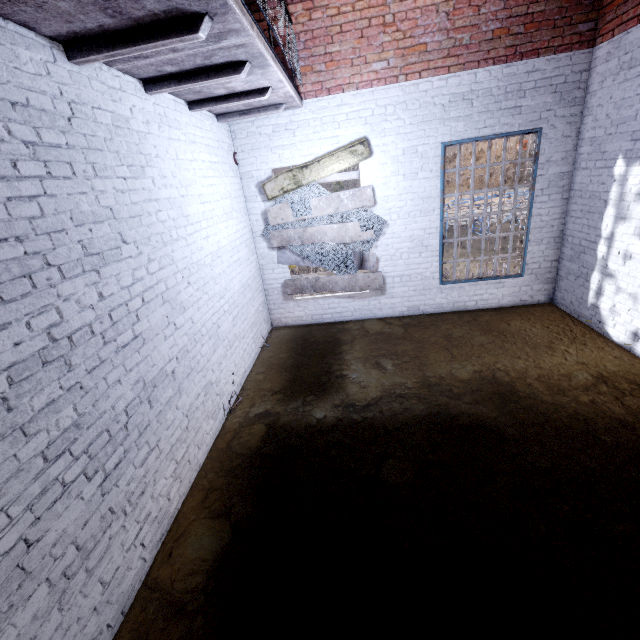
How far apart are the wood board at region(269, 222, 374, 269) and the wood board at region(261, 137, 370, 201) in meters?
0.1 m

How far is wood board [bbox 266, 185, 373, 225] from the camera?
5.8m

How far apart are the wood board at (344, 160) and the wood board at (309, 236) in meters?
0.1

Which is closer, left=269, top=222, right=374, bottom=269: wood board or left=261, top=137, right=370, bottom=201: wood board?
left=261, top=137, right=370, bottom=201: wood board

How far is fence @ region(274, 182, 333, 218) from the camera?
5.8m

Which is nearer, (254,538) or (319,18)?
(254,538)
